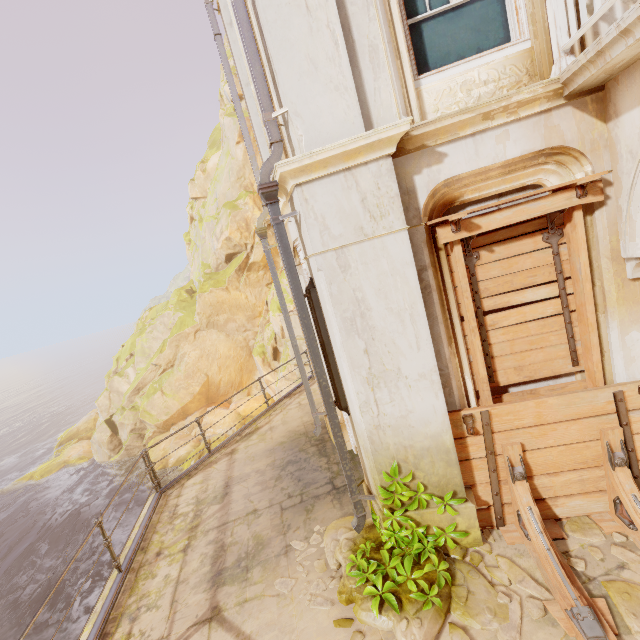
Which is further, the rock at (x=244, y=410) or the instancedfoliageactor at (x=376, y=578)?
the rock at (x=244, y=410)

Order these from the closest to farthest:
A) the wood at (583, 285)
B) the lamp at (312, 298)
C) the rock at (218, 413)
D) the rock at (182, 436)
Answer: the wood at (583, 285), the lamp at (312, 298), the rock at (182, 436), the rock at (218, 413)

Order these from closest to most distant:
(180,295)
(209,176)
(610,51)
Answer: (610,51) < (180,295) < (209,176)

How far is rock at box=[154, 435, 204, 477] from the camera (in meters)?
24.83

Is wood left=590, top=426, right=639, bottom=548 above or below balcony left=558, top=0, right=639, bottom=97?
below

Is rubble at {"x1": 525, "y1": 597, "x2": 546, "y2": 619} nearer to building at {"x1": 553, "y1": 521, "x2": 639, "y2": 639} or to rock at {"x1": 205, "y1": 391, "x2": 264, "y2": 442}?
building at {"x1": 553, "y1": 521, "x2": 639, "y2": 639}

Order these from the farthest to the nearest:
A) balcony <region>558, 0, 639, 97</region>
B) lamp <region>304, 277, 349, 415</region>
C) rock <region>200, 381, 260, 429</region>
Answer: rock <region>200, 381, 260, 429</region>, lamp <region>304, 277, 349, 415</region>, balcony <region>558, 0, 639, 97</region>

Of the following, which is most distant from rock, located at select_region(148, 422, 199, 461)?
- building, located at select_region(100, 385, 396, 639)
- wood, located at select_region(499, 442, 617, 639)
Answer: wood, located at select_region(499, 442, 617, 639)
